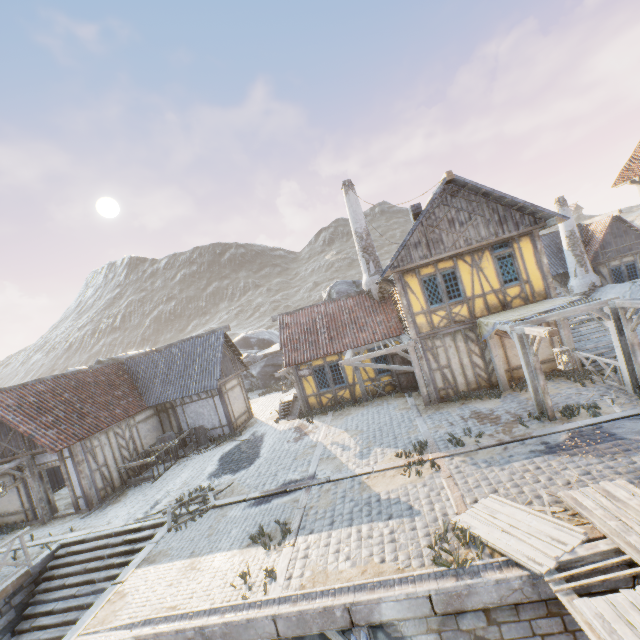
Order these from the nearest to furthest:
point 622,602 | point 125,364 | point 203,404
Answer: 1. point 622,602
2. point 203,404
3. point 125,364

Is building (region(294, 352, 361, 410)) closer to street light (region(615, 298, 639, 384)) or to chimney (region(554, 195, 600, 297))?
street light (region(615, 298, 639, 384))

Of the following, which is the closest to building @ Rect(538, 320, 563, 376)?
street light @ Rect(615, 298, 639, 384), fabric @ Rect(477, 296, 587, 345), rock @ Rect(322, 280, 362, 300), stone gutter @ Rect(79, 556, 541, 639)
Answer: fabric @ Rect(477, 296, 587, 345)

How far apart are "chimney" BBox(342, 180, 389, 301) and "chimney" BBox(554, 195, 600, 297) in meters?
13.8

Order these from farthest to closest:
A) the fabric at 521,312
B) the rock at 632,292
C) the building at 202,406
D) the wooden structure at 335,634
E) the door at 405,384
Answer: the rock at 632,292 < the door at 405,384 < the building at 202,406 < the fabric at 521,312 < the wooden structure at 335,634

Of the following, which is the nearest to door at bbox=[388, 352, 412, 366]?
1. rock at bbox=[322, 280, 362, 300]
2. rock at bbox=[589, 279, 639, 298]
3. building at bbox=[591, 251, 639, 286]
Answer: rock at bbox=[322, 280, 362, 300]

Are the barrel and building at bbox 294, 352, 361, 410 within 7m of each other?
yes

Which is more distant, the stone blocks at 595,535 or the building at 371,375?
the building at 371,375
